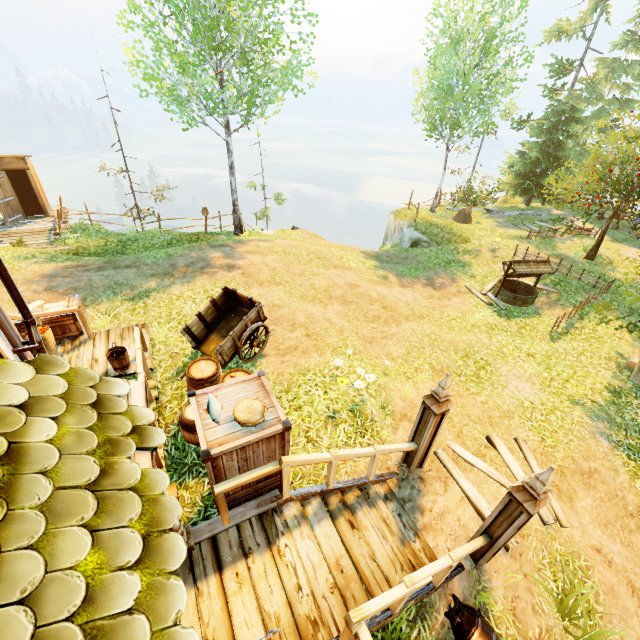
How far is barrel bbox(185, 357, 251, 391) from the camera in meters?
6.0 m

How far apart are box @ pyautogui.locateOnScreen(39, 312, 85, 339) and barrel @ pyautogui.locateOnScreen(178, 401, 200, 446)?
3.64m

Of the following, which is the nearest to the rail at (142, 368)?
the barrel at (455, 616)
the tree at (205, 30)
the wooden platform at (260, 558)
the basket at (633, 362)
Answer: the wooden platform at (260, 558)

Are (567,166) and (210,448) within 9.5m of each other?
no

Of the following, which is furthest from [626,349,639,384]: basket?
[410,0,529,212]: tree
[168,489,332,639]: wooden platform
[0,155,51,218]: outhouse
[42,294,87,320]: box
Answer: [0,155,51,218]: outhouse

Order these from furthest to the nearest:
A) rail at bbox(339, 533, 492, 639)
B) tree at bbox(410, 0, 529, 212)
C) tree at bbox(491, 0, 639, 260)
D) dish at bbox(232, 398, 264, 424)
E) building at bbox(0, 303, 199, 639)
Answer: tree at bbox(410, 0, 529, 212)
tree at bbox(491, 0, 639, 260)
dish at bbox(232, 398, 264, 424)
rail at bbox(339, 533, 492, 639)
building at bbox(0, 303, 199, 639)

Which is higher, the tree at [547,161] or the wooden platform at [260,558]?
the tree at [547,161]

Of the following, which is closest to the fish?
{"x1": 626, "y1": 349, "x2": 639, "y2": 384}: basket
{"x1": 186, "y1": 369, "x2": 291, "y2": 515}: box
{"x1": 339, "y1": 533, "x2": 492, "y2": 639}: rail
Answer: {"x1": 186, "y1": 369, "x2": 291, "y2": 515}: box
